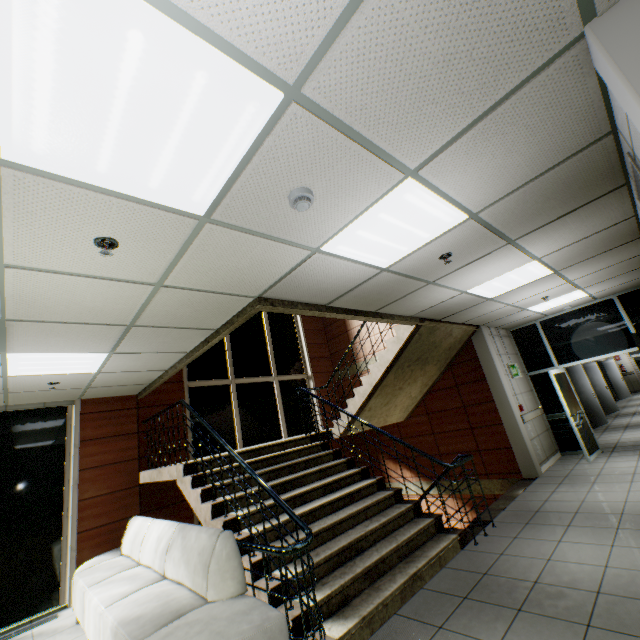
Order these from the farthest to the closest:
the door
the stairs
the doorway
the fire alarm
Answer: the door → the doorway → the stairs → the fire alarm

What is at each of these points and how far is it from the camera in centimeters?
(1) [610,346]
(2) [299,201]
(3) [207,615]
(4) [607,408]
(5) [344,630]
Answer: (1) doorway, 729cm
(2) fire alarm, 205cm
(3) sofa, 252cm
(4) door, 1245cm
(5) stairs, 275cm

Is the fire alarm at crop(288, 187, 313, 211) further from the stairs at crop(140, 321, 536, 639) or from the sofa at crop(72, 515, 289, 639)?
the sofa at crop(72, 515, 289, 639)

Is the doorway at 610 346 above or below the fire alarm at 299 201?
below

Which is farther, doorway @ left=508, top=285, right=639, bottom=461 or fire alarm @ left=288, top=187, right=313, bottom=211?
doorway @ left=508, top=285, right=639, bottom=461

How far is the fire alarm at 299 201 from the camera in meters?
2.0 m

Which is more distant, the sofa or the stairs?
the stairs

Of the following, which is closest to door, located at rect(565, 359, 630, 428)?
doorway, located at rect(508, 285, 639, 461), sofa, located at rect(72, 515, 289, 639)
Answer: doorway, located at rect(508, 285, 639, 461)
